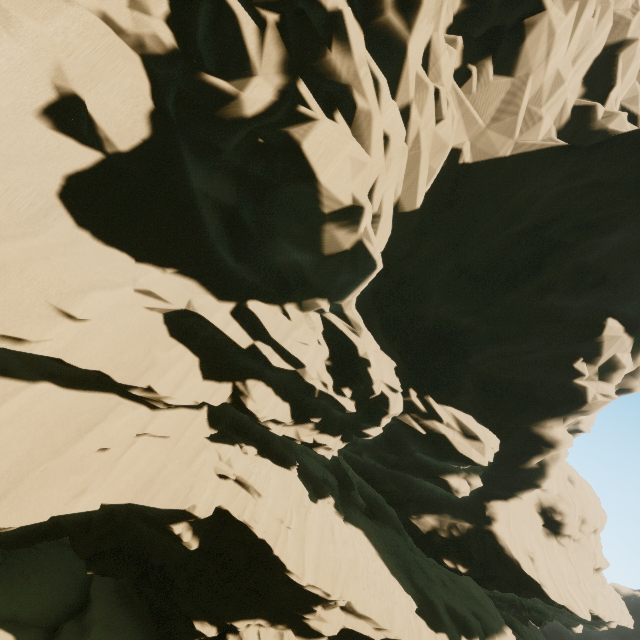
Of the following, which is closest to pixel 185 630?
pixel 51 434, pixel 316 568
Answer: pixel 316 568
